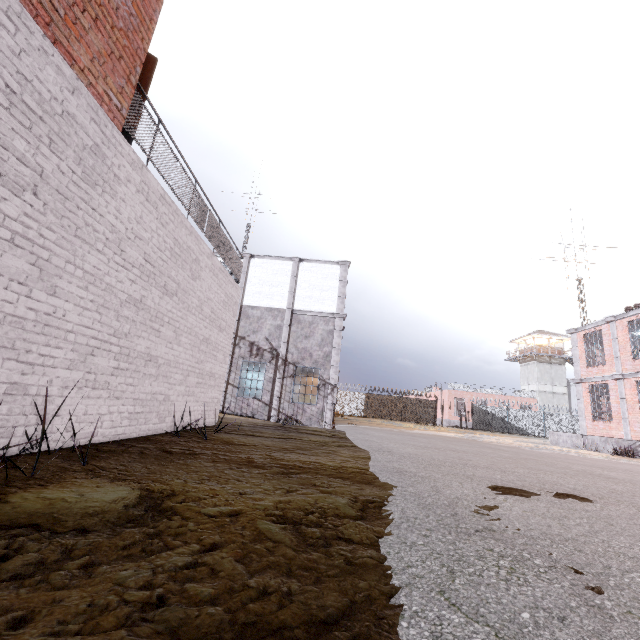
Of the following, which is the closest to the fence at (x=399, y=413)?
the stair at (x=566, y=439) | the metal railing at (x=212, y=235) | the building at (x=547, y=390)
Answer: the metal railing at (x=212, y=235)

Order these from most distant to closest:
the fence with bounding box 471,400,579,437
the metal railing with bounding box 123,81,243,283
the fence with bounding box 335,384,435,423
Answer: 1. the fence with bounding box 335,384,435,423
2. the fence with bounding box 471,400,579,437
3. the metal railing with bounding box 123,81,243,283

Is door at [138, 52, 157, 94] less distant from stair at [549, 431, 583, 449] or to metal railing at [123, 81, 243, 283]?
metal railing at [123, 81, 243, 283]

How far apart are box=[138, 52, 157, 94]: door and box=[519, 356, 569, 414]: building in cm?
5286

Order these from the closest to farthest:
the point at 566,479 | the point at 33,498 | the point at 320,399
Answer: the point at 33,498, the point at 566,479, the point at 320,399

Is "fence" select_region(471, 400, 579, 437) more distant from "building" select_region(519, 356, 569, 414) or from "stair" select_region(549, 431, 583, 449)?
"stair" select_region(549, 431, 583, 449)

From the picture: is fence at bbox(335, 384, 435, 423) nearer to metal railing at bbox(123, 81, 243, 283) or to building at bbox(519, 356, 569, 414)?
metal railing at bbox(123, 81, 243, 283)

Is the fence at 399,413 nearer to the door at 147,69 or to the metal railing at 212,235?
the metal railing at 212,235
